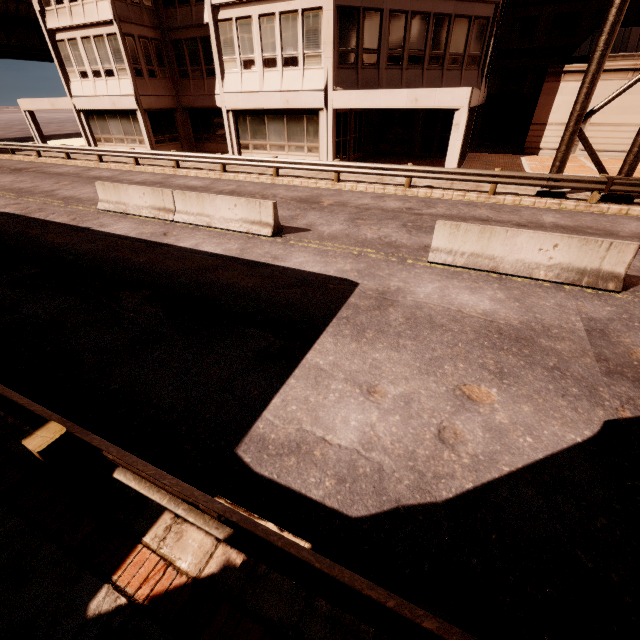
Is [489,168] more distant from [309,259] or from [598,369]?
[598,369]

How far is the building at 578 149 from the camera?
21.4m

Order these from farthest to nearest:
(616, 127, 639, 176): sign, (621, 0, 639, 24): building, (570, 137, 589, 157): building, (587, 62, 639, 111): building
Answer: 1. (621, 0, 639, 24): building
2. (570, 137, 589, 157): building
3. (587, 62, 639, 111): building
4. (616, 127, 639, 176): sign

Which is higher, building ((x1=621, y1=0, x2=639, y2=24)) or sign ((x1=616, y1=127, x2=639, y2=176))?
building ((x1=621, y1=0, x2=639, y2=24))

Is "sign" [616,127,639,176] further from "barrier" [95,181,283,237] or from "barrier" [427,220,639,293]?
"barrier" [95,181,283,237]

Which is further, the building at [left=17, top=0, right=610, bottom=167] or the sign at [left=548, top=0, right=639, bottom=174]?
the building at [left=17, top=0, right=610, bottom=167]

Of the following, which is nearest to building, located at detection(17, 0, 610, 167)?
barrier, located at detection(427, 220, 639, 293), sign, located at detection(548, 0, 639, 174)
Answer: sign, located at detection(548, 0, 639, 174)

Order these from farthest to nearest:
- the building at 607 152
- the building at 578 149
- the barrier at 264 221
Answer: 1. the building at 578 149
2. the building at 607 152
3. the barrier at 264 221
